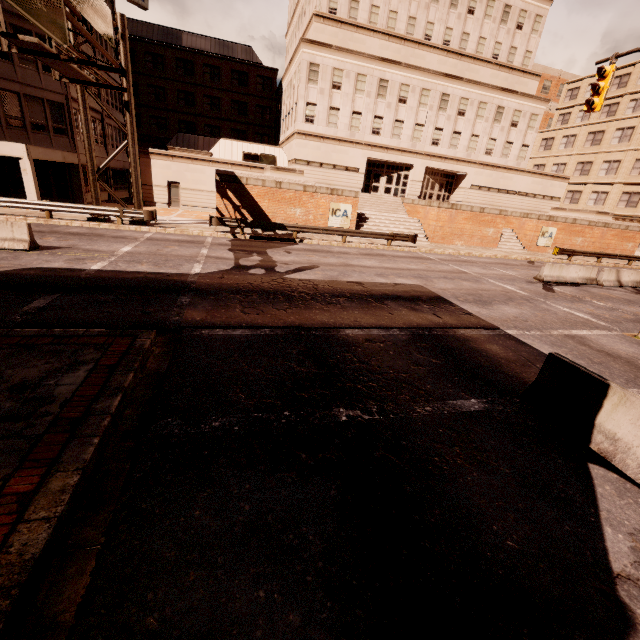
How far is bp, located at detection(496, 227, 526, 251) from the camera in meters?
29.8

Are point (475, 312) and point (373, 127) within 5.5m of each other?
no

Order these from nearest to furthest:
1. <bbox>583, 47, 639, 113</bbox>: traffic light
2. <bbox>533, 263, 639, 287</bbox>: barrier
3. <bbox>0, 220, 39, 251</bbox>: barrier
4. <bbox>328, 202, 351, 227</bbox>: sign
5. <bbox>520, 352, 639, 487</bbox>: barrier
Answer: <bbox>520, 352, 639, 487</bbox>: barrier, <bbox>0, 220, 39, 251</bbox>: barrier, <bbox>583, 47, 639, 113</bbox>: traffic light, <bbox>533, 263, 639, 287</bbox>: barrier, <bbox>328, 202, 351, 227</bbox>: sign

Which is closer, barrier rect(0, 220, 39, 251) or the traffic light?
barrier rect(0, 220, 39, 251)

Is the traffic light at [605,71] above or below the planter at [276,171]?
above

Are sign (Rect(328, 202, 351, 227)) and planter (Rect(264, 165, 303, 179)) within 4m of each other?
yes

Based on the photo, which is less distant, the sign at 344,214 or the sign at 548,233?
the sign at 344,214

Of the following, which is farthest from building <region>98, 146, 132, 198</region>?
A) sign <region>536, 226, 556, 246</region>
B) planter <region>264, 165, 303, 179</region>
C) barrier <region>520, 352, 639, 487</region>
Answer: sign <region>536, 226, 556, 246</region>
